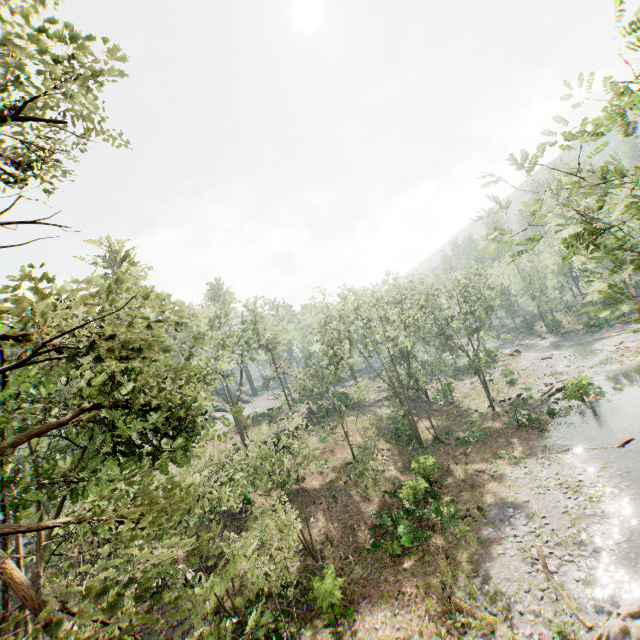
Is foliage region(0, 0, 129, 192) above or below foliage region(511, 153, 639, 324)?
above

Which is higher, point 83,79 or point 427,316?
point 83,79

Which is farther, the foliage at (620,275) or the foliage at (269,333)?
the foliage at (620,275)

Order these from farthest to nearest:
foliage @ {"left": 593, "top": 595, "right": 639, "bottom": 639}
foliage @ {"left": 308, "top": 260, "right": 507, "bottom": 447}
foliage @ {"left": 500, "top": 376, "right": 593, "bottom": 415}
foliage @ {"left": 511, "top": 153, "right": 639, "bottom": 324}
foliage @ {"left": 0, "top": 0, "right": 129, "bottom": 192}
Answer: foliage @ {"left": 308, "top": 260, "right": 507, "bottom": 447}
foliage @ {"left": 500, "top": 376, "right": 593, "bottom": 415}
foliage @ {"left": 593, "top": 595, "right": 639, "bottom": 639}
foliage @ {"left": 0, "top": 0, "right": 129, "bottom": 192}
foliage @ {"left": 511, "top": 153, "right": 639, "bottom": 324}

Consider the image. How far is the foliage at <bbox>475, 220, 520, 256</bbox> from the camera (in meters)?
7.14

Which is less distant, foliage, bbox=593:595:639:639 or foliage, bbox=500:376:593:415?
foliage, bbox=593:595:639:639

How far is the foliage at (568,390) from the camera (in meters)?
29.47
